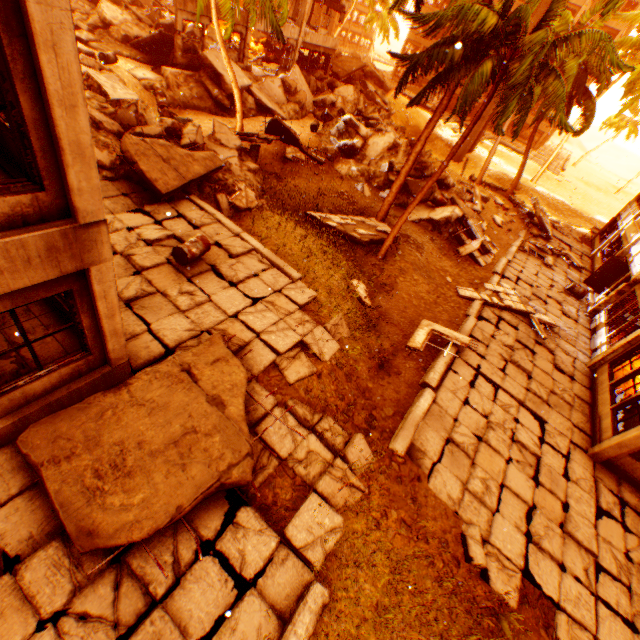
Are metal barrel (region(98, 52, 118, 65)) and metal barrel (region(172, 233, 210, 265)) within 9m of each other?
no

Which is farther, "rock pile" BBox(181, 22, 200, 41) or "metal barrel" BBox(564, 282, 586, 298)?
"rock pile" BBox(181, 22, 200, 41)

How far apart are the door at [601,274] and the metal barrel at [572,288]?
0.02m

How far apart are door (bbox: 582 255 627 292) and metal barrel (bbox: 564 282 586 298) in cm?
2

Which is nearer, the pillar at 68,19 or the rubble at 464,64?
the pillar at 68,19

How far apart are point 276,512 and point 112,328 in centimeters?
423cm

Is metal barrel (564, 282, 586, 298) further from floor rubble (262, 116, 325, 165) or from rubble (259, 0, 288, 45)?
floor rubble (262, 116, 325, 165)

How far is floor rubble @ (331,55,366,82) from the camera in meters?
29.2
